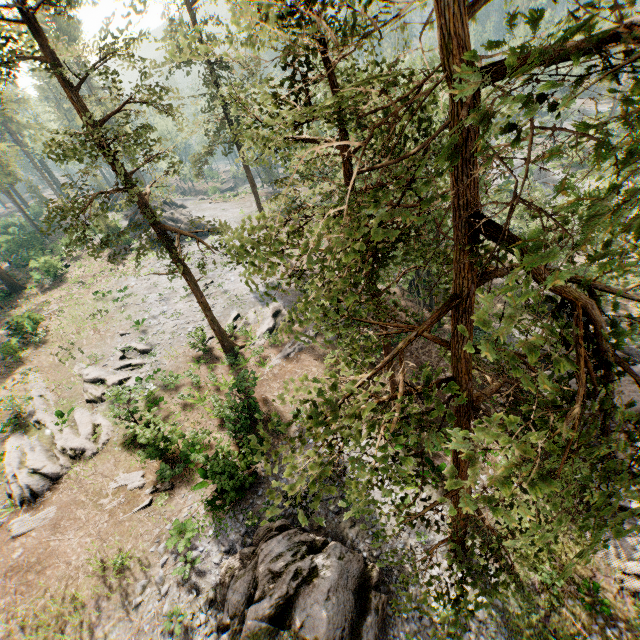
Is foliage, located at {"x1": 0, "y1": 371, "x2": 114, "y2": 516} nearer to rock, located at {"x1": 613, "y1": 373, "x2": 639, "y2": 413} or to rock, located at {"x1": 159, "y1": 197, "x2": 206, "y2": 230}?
rock, located at {"x1": 159, "y1": 197, "x2": 206, "y2": 230}

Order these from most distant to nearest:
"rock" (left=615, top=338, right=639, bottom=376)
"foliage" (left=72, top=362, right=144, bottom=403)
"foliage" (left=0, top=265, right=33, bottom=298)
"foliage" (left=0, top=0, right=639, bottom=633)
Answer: "foliage" (left=0, top=265, right=33, bottom=298) < "foliage" (left=72, top=362, right=144, bottom=403) < "rock" (left=615, top=338, right=639, bottom=376) < "foliage" (left=0, top=0, right=639, bottom=633)

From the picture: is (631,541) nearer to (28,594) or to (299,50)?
(299,50)

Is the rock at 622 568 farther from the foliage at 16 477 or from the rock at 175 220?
the rock at 175 220

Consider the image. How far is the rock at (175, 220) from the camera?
44.4 meters

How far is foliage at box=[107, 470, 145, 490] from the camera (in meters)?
18.03

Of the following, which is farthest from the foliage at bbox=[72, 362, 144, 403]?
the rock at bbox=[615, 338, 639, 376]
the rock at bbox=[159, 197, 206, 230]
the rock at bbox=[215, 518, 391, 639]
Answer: the rock at bbox=[215, 518, 391, 639]

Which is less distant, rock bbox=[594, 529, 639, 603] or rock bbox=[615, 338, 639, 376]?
rock bbox=[594, 529, 639, 603]
